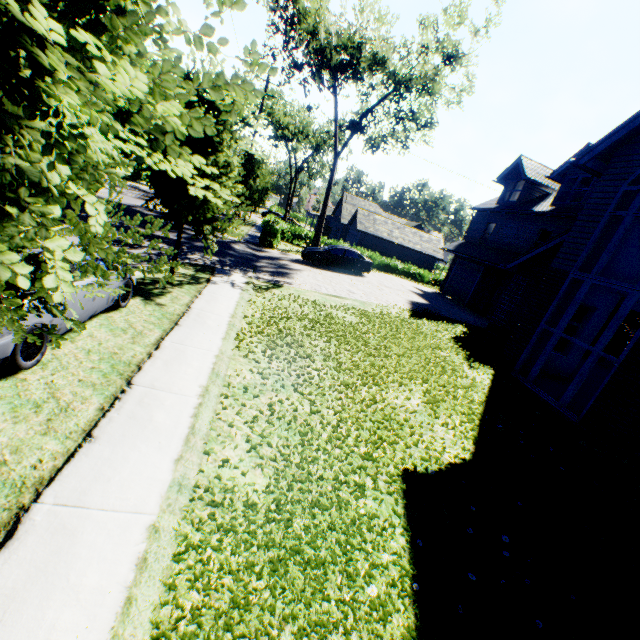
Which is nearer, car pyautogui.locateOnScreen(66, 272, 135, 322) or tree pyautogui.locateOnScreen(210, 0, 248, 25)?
tree pyautogui.locateOnScreen(210, 0, 248, 25)

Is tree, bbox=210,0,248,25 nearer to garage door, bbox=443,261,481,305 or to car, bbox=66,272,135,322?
car, bbox=66,272,135,322

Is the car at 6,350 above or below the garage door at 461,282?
below

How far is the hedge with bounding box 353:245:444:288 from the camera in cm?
3410

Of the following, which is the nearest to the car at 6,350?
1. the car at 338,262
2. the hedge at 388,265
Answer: the car at 338,262

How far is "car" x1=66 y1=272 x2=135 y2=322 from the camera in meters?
5.7 m

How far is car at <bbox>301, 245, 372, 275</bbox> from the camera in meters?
21.4 m

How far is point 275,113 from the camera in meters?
35.7 m
